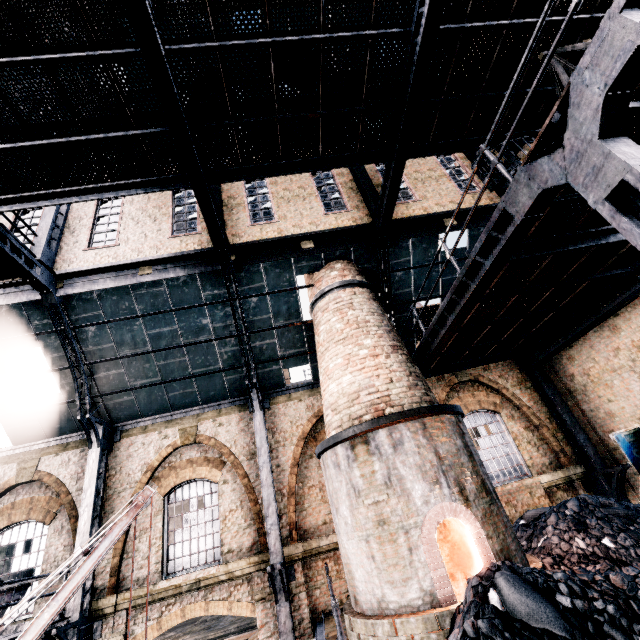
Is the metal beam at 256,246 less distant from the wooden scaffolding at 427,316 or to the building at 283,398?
the building at 283,398

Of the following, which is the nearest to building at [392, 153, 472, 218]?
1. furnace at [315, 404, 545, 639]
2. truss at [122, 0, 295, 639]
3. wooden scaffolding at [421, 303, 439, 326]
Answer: truss at [122, 0, 295, 639]

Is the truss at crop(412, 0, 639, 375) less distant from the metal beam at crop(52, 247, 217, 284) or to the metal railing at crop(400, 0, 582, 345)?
Answer: the metal railing at crop(400, 0, 582, 345)

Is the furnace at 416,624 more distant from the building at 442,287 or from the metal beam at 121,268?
the metal beam at 121,268

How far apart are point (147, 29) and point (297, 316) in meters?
9.2 m

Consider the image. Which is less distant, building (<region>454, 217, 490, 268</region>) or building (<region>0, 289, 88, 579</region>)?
building (<region>0, 289, 88, 579</region>)

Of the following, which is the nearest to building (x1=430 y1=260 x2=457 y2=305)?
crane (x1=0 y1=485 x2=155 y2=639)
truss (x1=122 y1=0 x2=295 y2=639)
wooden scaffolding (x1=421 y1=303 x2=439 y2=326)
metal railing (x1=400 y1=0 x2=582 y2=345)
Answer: truss (x1=122 y1=0 x2=295 y2=639)

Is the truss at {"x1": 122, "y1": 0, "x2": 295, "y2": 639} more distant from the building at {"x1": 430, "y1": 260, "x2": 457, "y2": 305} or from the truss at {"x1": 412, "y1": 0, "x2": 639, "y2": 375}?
the truss at {"x1": 412, "y1": 0, "x2": 639, "y2": 375}
